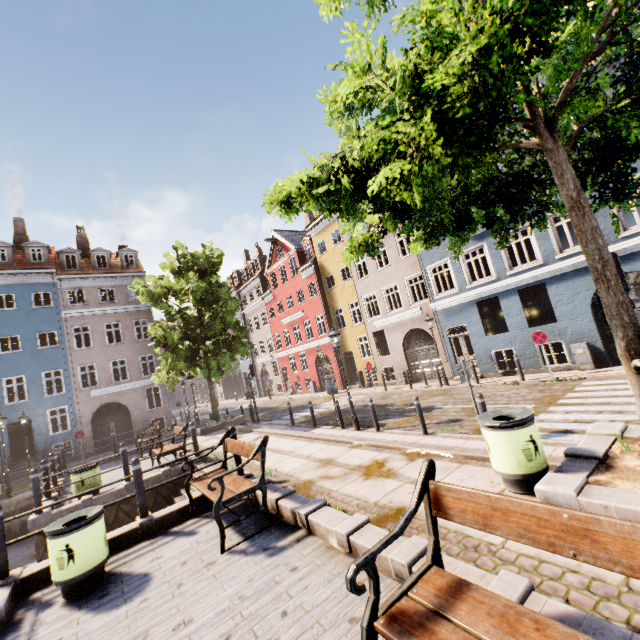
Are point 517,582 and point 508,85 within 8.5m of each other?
yes

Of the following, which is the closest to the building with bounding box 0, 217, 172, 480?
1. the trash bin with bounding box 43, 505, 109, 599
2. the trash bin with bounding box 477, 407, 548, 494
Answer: the trash bin with bounding box 477, 407, 548, 494

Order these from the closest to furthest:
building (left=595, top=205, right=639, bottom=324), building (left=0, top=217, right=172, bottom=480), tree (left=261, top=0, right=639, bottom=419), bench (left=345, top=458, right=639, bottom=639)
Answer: bench (left=345, top=458, right=639, bottom=639) < tree (left=261, top=0, right=639, bottom=419) < building (left=595, top=205, right=639, bottom=324) < building (left=0, top=217, right=172, bottom=480)

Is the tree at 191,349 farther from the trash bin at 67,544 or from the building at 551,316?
the trash bin at 67,544

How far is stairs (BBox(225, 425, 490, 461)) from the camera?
5.9 meters

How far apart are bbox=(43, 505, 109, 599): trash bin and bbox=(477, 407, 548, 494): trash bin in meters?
5.9

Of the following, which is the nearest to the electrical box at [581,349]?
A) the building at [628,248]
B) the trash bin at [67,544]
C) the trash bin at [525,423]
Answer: the building at [628,248]

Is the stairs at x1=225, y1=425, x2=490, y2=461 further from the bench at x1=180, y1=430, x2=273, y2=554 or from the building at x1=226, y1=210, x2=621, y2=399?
the building at x1=226, y1=210, x2=621, y2=399
